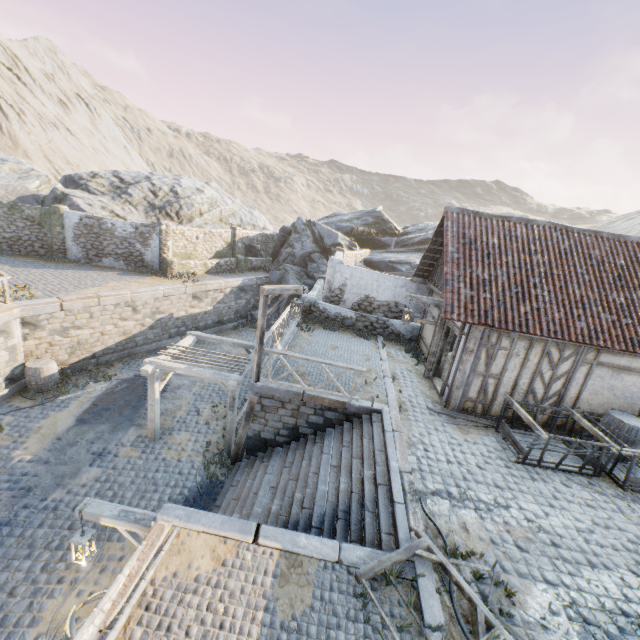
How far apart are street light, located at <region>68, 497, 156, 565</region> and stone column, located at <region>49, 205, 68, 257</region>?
19.41m

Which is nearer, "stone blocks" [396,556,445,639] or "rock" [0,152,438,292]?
"stone blocks" [396,556,445,639]

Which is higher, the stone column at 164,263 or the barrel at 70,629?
the stone column at 164,263

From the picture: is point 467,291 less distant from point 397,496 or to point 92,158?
point 397,496

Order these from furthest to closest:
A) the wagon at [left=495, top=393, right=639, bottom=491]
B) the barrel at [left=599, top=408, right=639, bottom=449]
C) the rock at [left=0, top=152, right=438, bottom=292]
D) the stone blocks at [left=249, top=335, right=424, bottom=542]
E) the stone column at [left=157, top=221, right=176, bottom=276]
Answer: the rock at [left=0, top=152, right=438, bottom=292] < the stone column at [left=157, top=221, right=176, bottom=276] < the barrel at [left=599, top=408, right=639, bottom=449] < the wagon at [left=495, top=393, right=639, bottom=491] < the stone blocks at [left=249, top=335, right=424, bottom=542]

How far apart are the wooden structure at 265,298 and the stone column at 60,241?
17.7m

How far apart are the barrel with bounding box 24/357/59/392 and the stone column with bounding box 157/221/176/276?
8.0 meters

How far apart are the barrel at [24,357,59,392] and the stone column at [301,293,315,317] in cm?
1045
